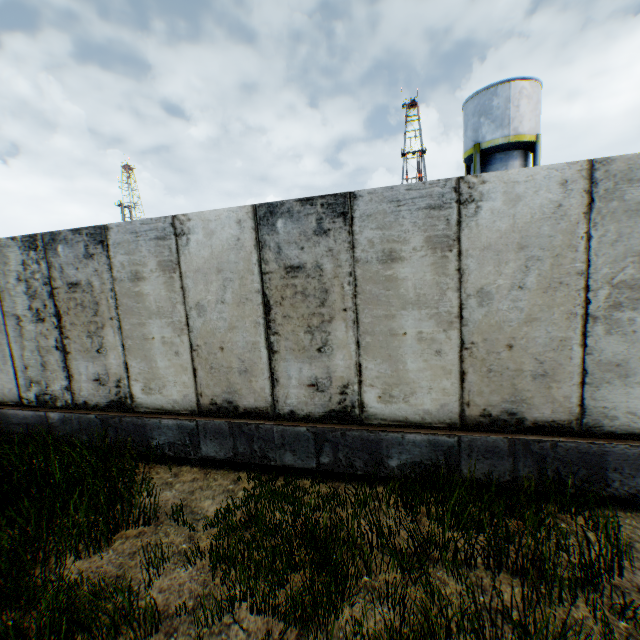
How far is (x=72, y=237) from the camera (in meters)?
4.95

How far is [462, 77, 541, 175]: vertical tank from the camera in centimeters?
1762cm

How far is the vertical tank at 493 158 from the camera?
17.6m
